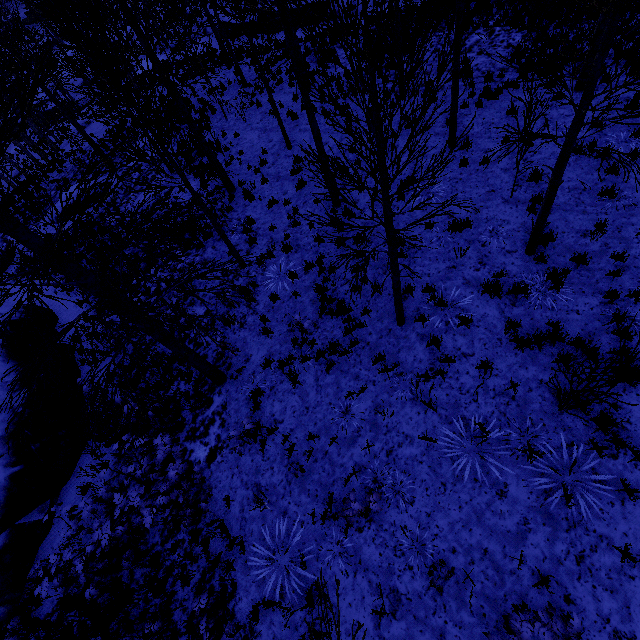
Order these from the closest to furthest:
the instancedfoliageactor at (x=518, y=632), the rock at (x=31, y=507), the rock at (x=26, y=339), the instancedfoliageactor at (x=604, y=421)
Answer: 1. the instancedfoliageactor at (x=518, y=632)
2. the instancedfoliageactor at (x=604, y=421)
3. the rock at (x=31, y=507)
4. the rock at (x=26, y=339)

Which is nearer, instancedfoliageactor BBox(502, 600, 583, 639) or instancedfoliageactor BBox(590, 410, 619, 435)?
instancedfoliageactor BBox(502, 600, 583, 639)

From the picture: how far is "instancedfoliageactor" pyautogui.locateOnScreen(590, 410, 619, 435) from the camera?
5.02m

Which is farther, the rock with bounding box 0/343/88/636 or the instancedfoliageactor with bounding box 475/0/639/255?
the rock with bounding box 0/343/88/636

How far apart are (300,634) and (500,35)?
21.02m

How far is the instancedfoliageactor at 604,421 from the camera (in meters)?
5.02

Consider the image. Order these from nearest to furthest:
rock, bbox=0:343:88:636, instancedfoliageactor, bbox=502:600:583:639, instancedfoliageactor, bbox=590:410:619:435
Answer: instancedfoliageactor, bbox=502:600:583:639
instancedfoliageactor, bbox=590:410:619:435
rock, bbox=0:343:88:636
